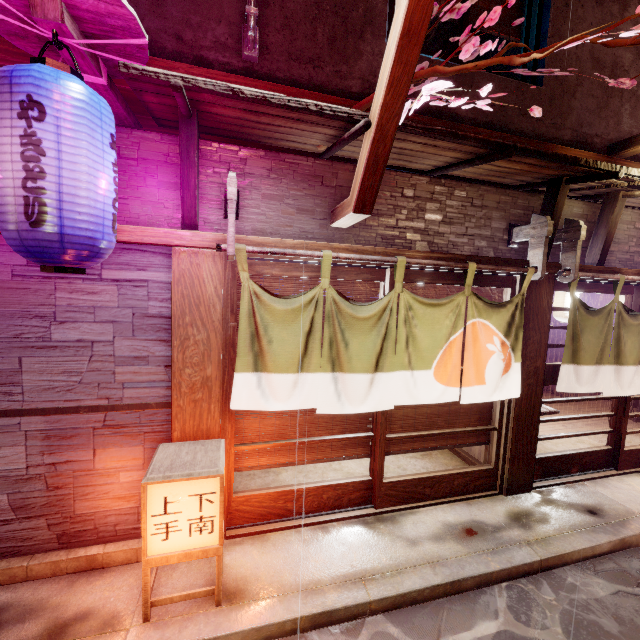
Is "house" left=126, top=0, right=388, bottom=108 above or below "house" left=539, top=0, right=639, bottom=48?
below

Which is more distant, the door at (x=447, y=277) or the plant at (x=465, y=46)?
the door at (x=447, y=277)

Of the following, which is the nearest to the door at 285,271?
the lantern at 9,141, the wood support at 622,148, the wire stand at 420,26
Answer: the wire stand at 420,26

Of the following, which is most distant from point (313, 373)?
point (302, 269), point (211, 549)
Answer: point (211, 549)

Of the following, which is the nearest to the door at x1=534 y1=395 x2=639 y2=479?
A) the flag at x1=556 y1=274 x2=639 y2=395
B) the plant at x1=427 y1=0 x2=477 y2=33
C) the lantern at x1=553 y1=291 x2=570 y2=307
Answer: the flag at x1=556 y1=274 x2=639 y2=395

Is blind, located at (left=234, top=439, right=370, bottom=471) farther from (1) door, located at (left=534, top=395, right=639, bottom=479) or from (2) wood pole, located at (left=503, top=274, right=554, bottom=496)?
(1) door, located at (left=534, top=395, right=639, bottom=479)

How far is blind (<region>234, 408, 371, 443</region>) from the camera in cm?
614

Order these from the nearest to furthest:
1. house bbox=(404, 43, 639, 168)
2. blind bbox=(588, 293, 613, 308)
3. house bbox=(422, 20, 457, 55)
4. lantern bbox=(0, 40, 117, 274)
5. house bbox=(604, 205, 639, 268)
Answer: lantern bbox=(0, 40, 117, 274), house bbox=(404, 43, 639, 168), house bbox=(604, 205, 639, 268), house bbox=(422, 20, 457, 55), blind bbox=(588, 293, 613, 308)
